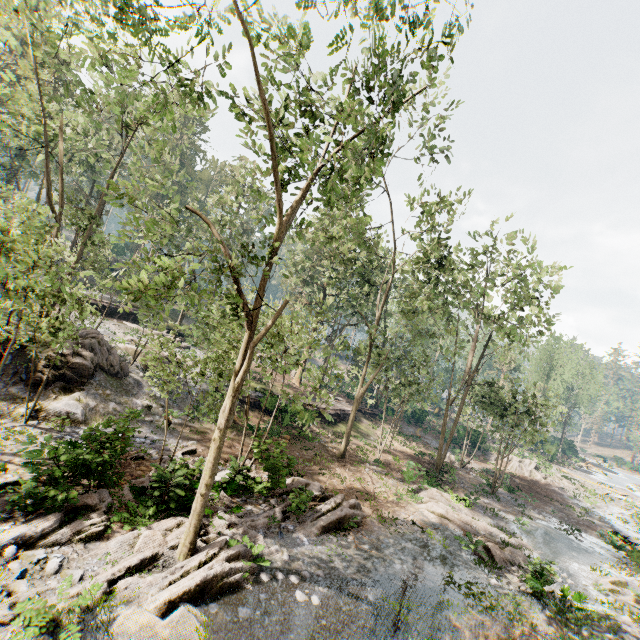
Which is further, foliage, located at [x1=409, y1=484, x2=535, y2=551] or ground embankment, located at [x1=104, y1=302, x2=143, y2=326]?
ground embankment, located at [x1=104, y1=302, x2=143, y2=326]

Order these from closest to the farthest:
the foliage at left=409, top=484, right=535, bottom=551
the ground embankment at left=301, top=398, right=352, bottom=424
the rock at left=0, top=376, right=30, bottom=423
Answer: the rock at left=0, top=376, right=30, bottom=423, the foliage at left=409, top=484, right=535, bottom=551, the ground embankment at left=301, top=398, right=352, bottom=424

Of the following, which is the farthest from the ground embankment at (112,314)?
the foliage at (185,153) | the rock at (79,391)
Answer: the rock at (79,391)

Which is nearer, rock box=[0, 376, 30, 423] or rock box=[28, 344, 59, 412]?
rock box=[0, 376, 30, 423]

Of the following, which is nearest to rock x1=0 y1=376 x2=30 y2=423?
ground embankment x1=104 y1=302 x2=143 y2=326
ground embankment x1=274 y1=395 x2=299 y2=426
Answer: ground embankment x1=274 y1=395 x2=299 y2=426

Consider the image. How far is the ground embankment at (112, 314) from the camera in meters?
32.7

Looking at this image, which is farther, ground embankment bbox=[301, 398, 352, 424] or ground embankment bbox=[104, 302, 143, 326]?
ground embankment bbox=[104, 302, 143, 326]

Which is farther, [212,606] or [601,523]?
[601,523]
